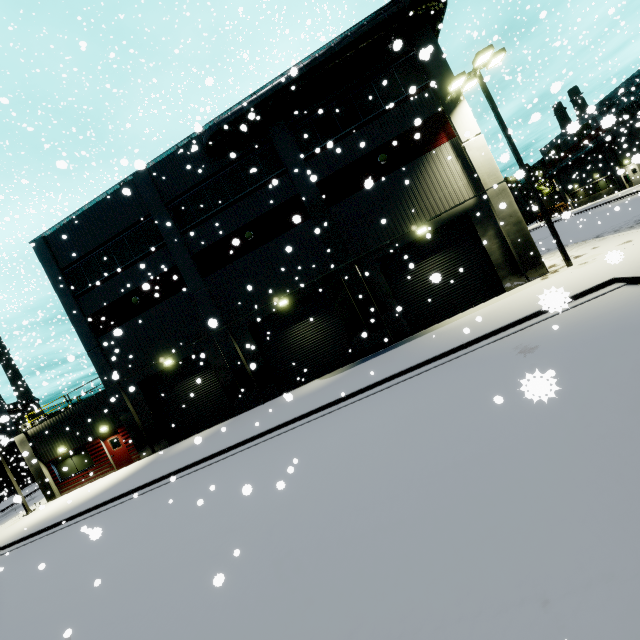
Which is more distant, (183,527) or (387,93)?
(387,93)

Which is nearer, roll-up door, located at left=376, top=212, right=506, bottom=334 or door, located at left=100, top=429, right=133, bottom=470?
roll-up door, located at left=376, top=212, right=506, bottom=334

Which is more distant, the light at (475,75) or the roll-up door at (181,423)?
the roll-up door at (181,423)

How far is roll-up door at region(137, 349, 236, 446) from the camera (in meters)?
19.16

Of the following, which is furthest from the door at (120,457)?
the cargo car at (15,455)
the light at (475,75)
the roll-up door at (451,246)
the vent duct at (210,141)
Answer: the light at (475,75)

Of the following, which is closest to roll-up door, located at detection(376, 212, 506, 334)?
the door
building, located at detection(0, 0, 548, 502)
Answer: building, located at detection(0, 0, 548, 502)

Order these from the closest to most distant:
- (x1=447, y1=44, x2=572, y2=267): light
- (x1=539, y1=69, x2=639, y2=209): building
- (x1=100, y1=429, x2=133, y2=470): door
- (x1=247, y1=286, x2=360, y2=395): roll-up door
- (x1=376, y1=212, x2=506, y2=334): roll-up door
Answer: (x1=447, y1=44, x2=572, y2=267): light
(x1=376, y1=212, x2=506, y2=334): roll-up door
(x1=247, y1=286, x2=360, y2=395): roll-up door
(x1=100, y1=429, x2=133, y2=470): door
(x1=539, y1=69, x2=639, y2=209): building
